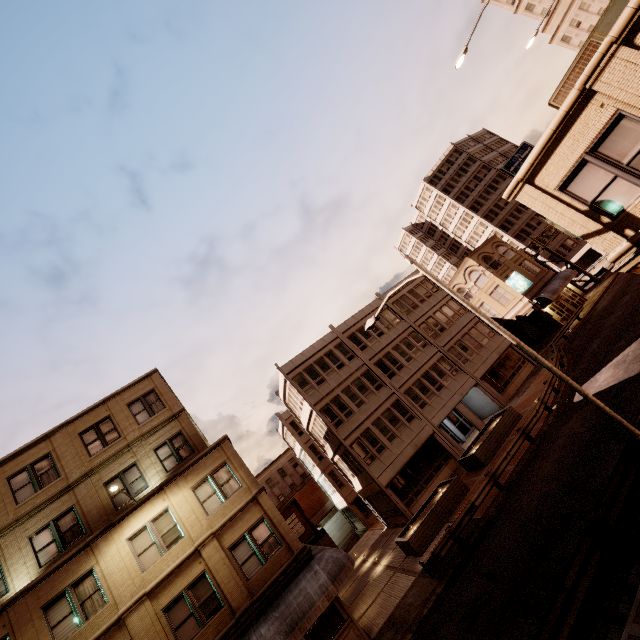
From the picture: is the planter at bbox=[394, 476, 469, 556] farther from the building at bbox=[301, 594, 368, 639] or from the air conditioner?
the air conditioner

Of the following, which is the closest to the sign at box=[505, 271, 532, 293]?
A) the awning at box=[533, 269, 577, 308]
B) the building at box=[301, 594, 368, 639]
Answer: the awning at box=[533, 269, 577, 308]

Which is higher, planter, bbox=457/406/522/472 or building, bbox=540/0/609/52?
building, bbox=540/0/609/52

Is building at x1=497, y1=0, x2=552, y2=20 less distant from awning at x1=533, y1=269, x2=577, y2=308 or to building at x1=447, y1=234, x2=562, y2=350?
building at x1=447, y1=234, x2=562, y2=350

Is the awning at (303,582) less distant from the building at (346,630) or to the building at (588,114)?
the building at (346,630)

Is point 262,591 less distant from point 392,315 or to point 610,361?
point 610,361

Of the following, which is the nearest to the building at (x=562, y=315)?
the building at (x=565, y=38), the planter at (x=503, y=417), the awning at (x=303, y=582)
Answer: the planter at (x=503, y=417)

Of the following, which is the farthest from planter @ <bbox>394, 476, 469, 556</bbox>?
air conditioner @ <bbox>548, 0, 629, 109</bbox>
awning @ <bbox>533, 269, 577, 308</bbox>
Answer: awning @ <bbox>533, 269, 577, 308</bbox>
